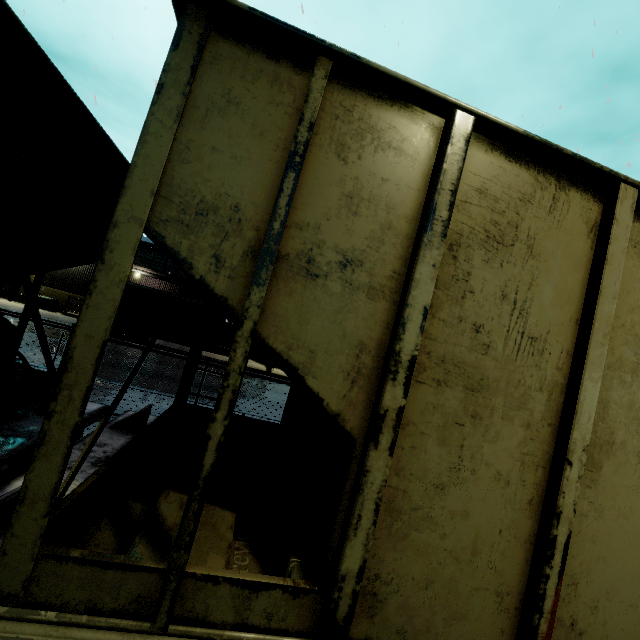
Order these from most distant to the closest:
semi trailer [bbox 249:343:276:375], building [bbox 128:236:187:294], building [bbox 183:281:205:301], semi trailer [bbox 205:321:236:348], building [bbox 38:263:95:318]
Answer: building [bbox 183:281:205:301] < building [bbox 128:236:187:294] < building [bbox 38:263:95:318] < semi trailer [bbox 249:343:276:375] < semi trailer [bbox 205:321:236:348]

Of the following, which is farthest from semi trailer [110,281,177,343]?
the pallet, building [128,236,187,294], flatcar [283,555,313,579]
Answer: flatcar [283,555,313,579]

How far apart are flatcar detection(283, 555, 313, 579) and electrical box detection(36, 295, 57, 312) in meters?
32.3 m

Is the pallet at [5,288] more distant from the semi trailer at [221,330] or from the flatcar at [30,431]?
the flatcar at [30,431]

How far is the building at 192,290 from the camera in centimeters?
2956cm

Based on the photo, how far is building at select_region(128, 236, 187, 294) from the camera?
29.0m

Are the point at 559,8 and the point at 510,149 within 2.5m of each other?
no

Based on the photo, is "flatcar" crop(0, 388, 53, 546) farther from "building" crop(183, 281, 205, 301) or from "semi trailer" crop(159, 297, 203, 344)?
"building" crop(183, 281, 205, 301)
